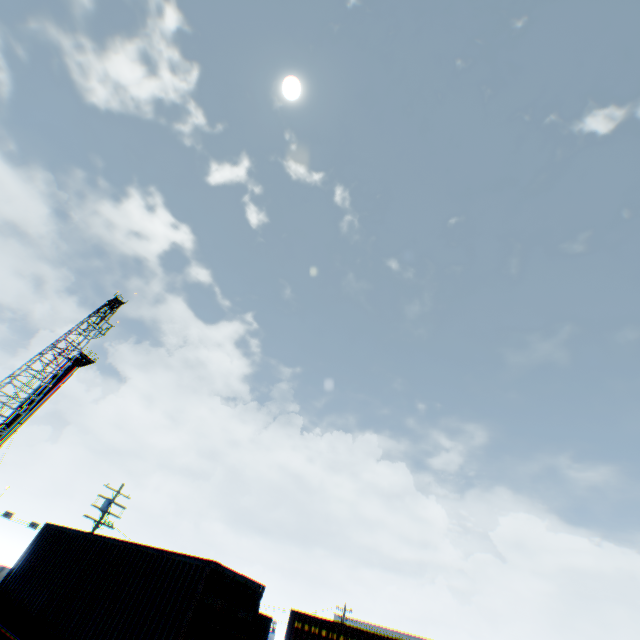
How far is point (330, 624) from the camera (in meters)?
13.54

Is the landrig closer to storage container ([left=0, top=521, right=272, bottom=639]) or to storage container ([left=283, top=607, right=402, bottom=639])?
storage container ([left=0, top=521, right=272, bottom=639])

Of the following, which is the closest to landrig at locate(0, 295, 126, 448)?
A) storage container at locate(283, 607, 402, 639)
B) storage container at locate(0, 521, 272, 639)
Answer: storage container at locate(0, 521, 272, 639)

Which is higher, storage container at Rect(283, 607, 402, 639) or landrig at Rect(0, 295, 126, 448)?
landrig at Rect(0, 295, 126, 448)

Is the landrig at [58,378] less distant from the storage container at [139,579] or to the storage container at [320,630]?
the storage container at [139,579]

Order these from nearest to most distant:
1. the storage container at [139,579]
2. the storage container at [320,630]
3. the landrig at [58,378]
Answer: the storage container at [139,579]
the storage container at [320,630]
the landrig at [58,378]

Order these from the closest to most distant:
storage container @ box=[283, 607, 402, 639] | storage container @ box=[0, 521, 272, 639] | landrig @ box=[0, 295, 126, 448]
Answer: storage container @ box=[0, 521, 272, 639], storage container @ box=[283, 607, 402, 639], landrig @ box=[0, 295, 126, 448]
